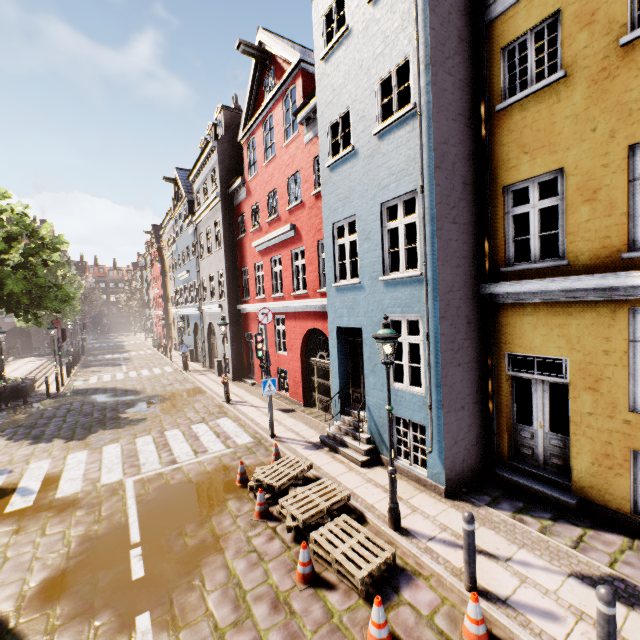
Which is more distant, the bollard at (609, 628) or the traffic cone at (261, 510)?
the traffic cone at (261, 510)

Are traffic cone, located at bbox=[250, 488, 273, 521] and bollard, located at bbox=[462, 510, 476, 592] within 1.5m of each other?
no

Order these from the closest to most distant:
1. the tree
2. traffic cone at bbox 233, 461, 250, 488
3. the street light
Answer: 1. the street light
2. traffic cone at bbox 233, 461, 250, 488
3. the tree

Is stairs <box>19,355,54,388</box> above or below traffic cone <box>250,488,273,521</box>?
above

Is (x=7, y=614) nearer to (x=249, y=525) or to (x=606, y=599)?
(x=249, y=525)

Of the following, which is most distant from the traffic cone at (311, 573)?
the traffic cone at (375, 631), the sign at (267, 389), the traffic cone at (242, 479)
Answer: the sign at (267, 389)

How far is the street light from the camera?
5.5m

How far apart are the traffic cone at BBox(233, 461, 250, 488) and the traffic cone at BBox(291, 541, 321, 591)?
2.8m
